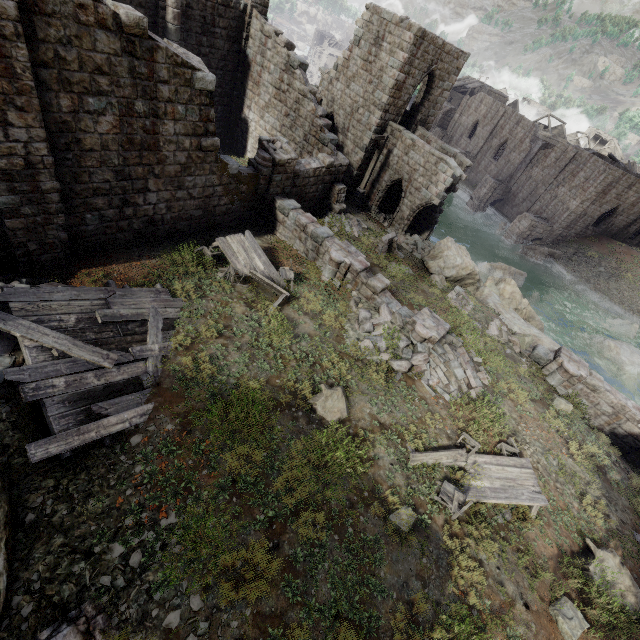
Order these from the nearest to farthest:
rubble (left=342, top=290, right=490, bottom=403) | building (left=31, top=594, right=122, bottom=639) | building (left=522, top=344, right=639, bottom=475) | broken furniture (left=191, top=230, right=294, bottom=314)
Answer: building (left=31, top=594, right=122, bottom=639)
rubble (left=342, top=290, right=490, bottom=403)
broken furniture (left=191, top=230, right=294, bottom=314)
building (left=522, top=344, right=639, bottom=475)

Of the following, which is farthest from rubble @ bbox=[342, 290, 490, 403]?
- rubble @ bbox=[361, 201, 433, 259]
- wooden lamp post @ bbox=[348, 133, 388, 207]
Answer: wooden lamp post @ bbox=[348, 133, 388, 207]

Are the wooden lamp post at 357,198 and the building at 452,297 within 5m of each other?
no

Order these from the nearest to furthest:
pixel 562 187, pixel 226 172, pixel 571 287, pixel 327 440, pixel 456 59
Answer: pixel 327 440 → pixel 226 172 → pixel 456 59 → pixel 571 287 → pixel 562 187

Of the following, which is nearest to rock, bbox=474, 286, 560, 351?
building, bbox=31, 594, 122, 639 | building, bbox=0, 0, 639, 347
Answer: building, bbox=0, 0, 639, 347

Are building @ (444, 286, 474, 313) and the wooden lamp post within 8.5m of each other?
no

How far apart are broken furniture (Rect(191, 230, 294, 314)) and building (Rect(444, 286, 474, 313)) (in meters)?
8.10

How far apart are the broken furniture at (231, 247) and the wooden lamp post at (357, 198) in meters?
10.9
